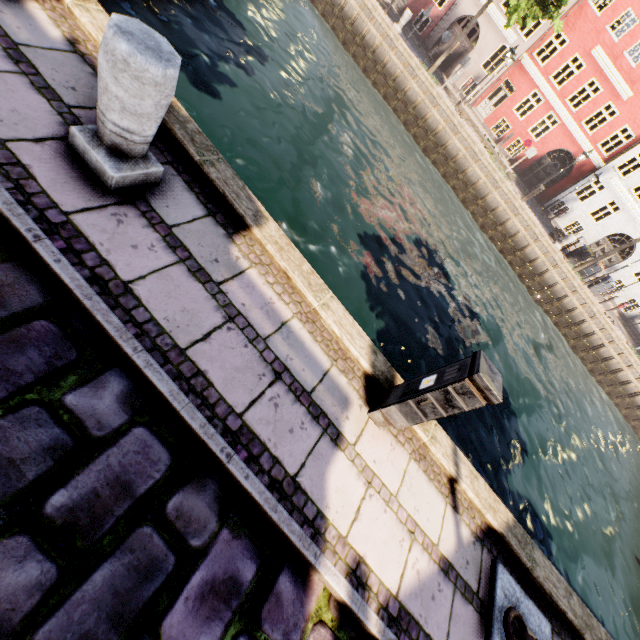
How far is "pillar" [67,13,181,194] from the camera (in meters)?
2.02

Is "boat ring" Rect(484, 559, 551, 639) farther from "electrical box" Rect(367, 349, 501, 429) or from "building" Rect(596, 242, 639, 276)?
"building" Rect(596, 242, 639, 276)

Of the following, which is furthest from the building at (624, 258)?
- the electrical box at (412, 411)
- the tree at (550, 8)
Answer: the electrical box at (412, 411)

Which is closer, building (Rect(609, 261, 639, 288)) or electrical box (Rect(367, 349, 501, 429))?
electrical box (Rect(367, 349, 501, 429))

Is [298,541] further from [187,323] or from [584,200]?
[584,200]

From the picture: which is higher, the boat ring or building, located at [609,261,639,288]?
Result: building, located at [609,261,639,288]

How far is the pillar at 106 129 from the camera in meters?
2.0

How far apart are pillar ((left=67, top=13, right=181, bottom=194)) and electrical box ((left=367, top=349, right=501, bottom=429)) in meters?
3.0
